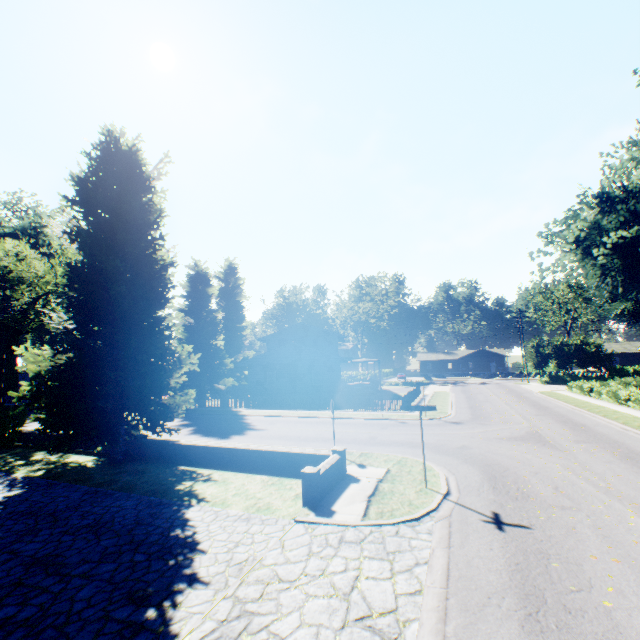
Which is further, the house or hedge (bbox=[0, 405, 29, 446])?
the house

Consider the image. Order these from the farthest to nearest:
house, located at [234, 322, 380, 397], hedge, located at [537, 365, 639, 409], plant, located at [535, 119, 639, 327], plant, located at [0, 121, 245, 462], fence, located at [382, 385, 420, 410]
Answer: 1. house, located at [234, 322, 380, 397]
2. fence, located at [382, 385, 420, 410]
3. hedge, located at [537, 365, 639, 409]
4. plant, located at [535, 119, 639, 327]
5. plant, located at [0, 121, 245, 462]

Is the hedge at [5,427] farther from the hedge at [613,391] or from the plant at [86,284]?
the hedge at [613,391]

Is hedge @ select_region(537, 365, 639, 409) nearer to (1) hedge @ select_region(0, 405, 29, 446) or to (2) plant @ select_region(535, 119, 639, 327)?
(1) hedge @ select_region(0, 405, 29, 446)

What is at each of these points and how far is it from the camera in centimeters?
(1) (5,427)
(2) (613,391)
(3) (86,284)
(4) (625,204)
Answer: (1) hedge, 1823cm
(2) hedge, 2561cm
(3) plant, 1356cm
(4) plant, 1892cm

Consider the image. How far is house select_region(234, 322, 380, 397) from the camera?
34.8m

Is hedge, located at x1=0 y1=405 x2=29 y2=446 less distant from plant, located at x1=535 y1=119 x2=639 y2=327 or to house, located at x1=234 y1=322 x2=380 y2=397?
plant, located at x1=535 y1=119 x2=639 y2=327

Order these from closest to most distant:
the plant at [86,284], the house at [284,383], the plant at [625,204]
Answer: the plant at [86,284] < the plant at [625,204] < the house at [284,383]
